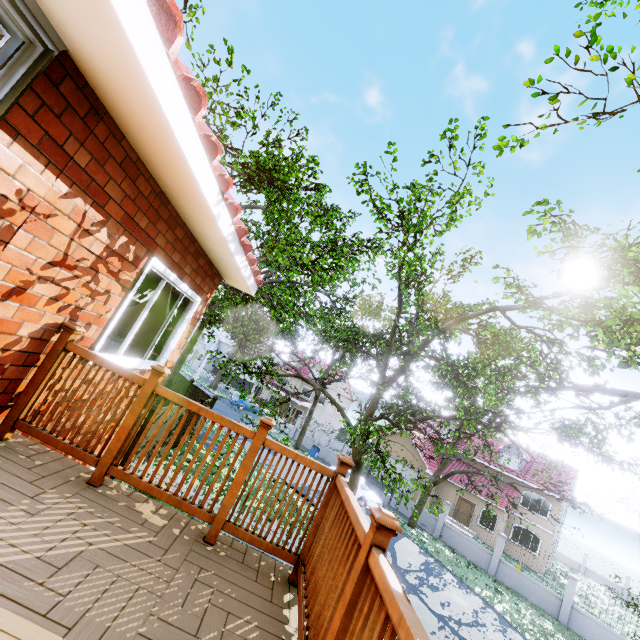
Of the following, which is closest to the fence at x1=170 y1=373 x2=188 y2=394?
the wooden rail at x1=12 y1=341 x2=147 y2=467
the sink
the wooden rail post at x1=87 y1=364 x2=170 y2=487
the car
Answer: the wooden rail at x1=12 y1=341 x2=147 y2=467

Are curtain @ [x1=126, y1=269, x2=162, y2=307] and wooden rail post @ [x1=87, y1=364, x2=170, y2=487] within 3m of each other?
Result: yes

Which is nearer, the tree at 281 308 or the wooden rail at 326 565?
the wooden rail at 326 565

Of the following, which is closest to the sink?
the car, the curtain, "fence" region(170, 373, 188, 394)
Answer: the curtain

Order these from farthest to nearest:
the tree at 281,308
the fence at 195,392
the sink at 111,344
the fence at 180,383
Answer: the fence at 180,383 < the fence at 195,392 < the tree at 281,308 < the sink at 111,344

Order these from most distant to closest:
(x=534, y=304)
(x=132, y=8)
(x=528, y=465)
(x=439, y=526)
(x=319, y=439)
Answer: (x=319, y=439) < (x=528, y=465) < (x=439, y=526) < (x=534, y=304) < (x=132, y=8)

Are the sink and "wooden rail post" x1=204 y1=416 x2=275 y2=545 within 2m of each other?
no

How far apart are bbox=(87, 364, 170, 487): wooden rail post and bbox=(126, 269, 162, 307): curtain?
1.3m
